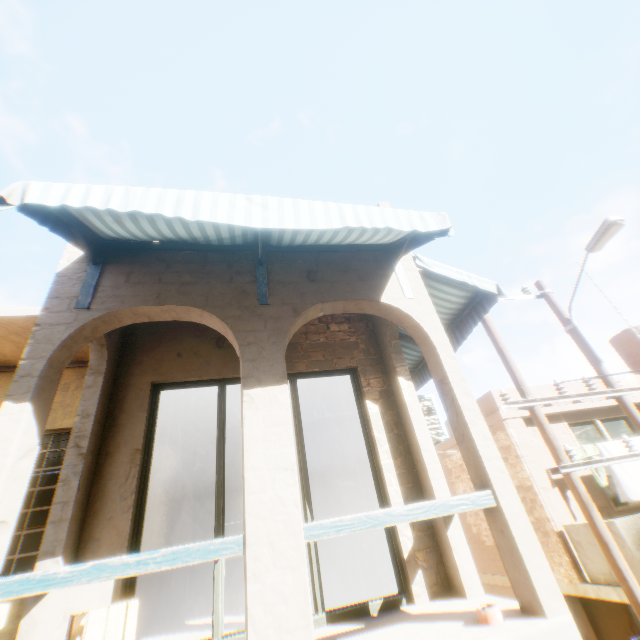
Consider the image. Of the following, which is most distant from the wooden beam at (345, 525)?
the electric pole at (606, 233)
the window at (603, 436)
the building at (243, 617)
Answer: the window at (603, 436)

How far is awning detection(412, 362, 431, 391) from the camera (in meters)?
7.14

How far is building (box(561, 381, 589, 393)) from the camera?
8.7 meters

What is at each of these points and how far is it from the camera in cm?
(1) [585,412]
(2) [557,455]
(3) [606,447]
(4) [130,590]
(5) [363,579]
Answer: (1) building, 860
(2) electric pole, 479
(3) clothes, 732
(4) window, 368
(5) building, 648

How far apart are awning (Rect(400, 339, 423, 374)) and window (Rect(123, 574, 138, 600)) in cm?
141

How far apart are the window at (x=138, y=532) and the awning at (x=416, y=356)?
1.41m

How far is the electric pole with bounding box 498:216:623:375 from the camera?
5.63m
